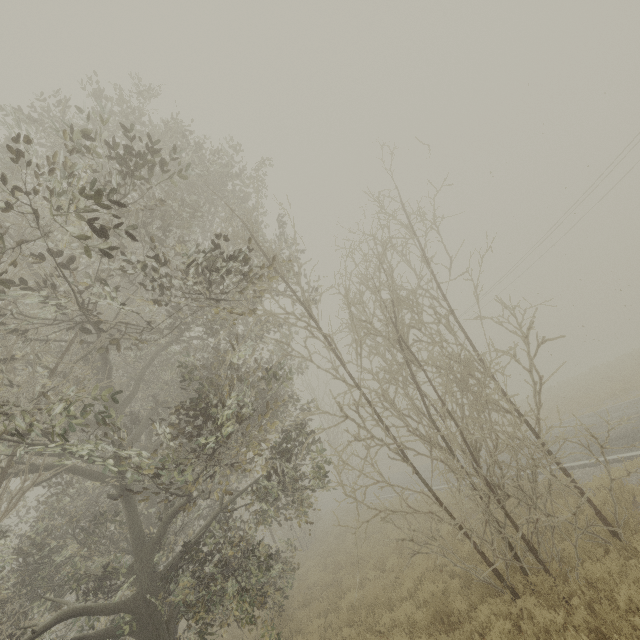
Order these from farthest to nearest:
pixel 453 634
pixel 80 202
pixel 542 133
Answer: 1. pixel 542 133
2. pixel 453 634
3. pixel 80 202
